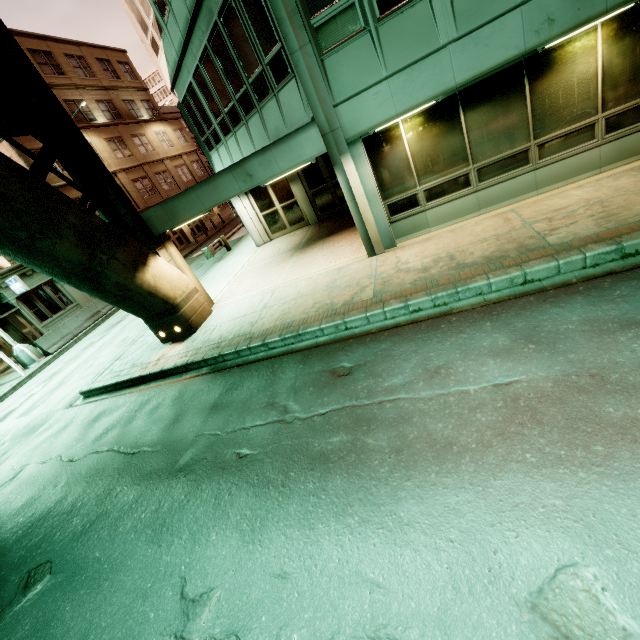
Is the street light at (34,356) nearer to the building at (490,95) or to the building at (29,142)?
the building at (29,142)

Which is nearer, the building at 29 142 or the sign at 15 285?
the sign at 15 285

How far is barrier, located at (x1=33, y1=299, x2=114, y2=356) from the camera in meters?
17.2

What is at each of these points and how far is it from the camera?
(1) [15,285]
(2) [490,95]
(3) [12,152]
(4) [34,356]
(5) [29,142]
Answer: (1) sign, 18.3m
(2) building, 7.1m
(3) building, 20.8m
(4) street light, 16.9m
(5) building, 21.6m

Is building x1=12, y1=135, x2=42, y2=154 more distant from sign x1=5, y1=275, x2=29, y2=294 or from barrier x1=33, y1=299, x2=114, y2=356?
barrier x1=33, y1=299, x2=114, y2=356

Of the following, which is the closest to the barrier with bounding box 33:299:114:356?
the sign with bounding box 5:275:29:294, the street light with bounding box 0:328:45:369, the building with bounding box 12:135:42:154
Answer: the street light with bounding box 0:328:45:369

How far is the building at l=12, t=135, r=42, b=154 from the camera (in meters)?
21.08

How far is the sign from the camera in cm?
1808
